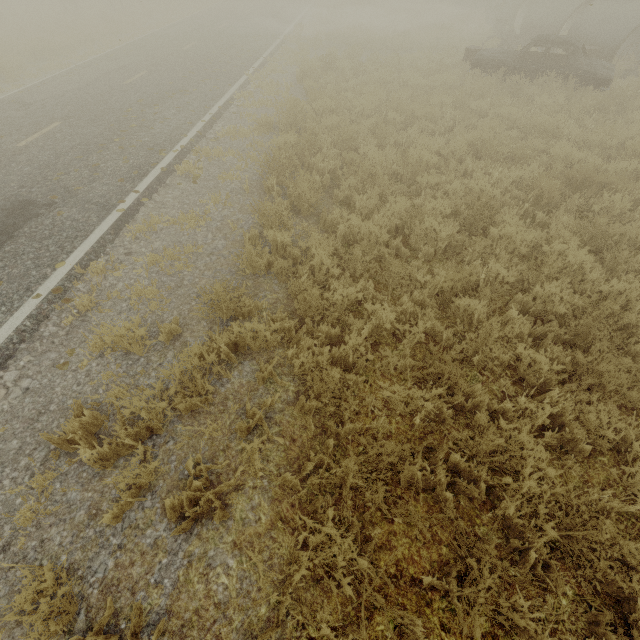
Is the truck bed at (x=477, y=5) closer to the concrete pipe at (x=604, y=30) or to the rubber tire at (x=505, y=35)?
the concrete pipe at (x=604, y=30)

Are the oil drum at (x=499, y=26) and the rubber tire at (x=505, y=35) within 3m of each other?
yes

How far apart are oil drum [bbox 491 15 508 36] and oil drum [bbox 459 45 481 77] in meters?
6.4 m

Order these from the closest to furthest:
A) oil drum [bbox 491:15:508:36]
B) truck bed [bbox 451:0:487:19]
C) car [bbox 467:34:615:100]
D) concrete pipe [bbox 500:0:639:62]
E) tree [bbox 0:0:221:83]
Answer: car [bbox 467:34:615:100] → concrete pipe [bbox 500:0:639:62] → tree [bbox 0:0:221:83] → oil drum [bbox 491:15:508:36] → truck bed [bbox 451:0:487:19]

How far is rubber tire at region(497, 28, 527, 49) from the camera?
14.6m

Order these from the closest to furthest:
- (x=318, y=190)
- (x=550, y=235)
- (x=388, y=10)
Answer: (x=550, y=235)
(x=318, y=190)
(x=388, y=10)

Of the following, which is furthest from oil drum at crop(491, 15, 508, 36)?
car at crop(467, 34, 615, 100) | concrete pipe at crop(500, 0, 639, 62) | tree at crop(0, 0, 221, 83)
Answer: tree at crop(0, 0, 221, 83)

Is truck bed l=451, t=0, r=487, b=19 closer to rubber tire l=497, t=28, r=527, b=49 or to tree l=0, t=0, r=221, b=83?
tree l=0, t=0, r=221, b=83
